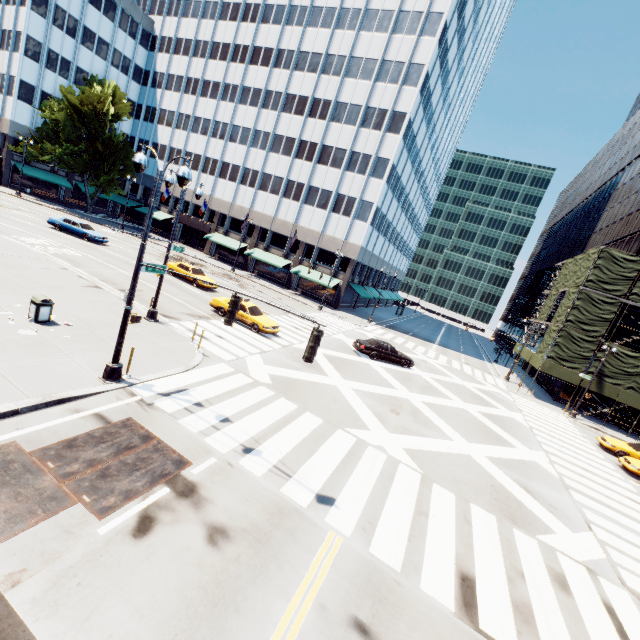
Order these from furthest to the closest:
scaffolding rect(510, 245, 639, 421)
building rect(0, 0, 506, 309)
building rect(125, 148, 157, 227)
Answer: building rect(125, 148, 157, 227)
building rect(0, 0, 506, 309)
scaffolding rect(510, 245, 639, 421)

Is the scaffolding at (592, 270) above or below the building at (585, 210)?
below

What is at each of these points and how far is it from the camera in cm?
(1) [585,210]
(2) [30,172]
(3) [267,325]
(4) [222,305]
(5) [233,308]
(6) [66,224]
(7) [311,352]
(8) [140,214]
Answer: (1) building, 5688
(2) building, 4622
(3) vehicle, 2108
(4) vehicle, 2203
(5) traffic light, 859
(6) vehicle, 3030
(7) traffic light, 773
(8) building, 5803

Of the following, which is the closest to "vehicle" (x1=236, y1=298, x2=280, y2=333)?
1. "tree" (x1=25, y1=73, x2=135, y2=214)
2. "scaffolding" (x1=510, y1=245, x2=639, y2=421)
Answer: "tree" (x1=25, y1=73, x2=135, y2=214)

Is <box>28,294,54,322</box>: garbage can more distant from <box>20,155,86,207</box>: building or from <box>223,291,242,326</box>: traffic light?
<box>20,155,86,207</box>: building

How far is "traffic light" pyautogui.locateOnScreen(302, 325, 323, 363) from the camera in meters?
7.6 m

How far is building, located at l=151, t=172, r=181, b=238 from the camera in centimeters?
5344cm

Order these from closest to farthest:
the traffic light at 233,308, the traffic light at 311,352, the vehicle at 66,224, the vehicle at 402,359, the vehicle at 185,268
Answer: the traffic light at 311,352 → the traffic light at 233,308 → the vehicle at 402,359 → the vehicle at 185,268 → the vehicle at 66,224
